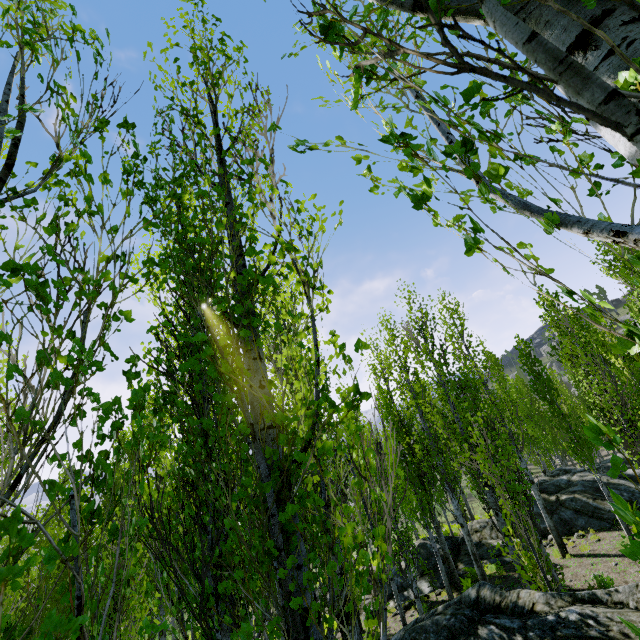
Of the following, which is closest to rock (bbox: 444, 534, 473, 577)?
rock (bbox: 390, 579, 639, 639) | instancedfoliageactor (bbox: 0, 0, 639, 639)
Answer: instancedfoliageactor (bbox: 0, 0, 639, 639)

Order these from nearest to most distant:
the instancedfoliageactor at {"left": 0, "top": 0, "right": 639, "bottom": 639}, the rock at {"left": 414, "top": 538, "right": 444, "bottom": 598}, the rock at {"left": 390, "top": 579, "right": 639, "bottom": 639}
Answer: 1. the instancedfoliageactor at {"left": 0, "top": 0, "right": 639, "bottom": 639}
2. the rock at {"left": 390, "top": 579, "right": 639, "bottom": 639}
3. the rock at {"left": 414, "top": 538, "right": 444, "bottom": 598}

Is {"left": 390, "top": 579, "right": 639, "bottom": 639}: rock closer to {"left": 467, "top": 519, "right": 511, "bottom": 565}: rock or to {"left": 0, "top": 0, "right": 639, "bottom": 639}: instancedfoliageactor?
{"left": 0, "top": 0, "right": 639, "bottom": 639}: instancedfoliageactor

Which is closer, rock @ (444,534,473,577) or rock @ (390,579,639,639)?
rock @ (390,579,639,639)

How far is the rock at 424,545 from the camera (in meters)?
14.32

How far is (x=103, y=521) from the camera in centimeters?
127cm

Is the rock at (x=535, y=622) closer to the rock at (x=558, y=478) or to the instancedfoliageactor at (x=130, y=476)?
the instancedfoliageactor at (x=130, y=476)
